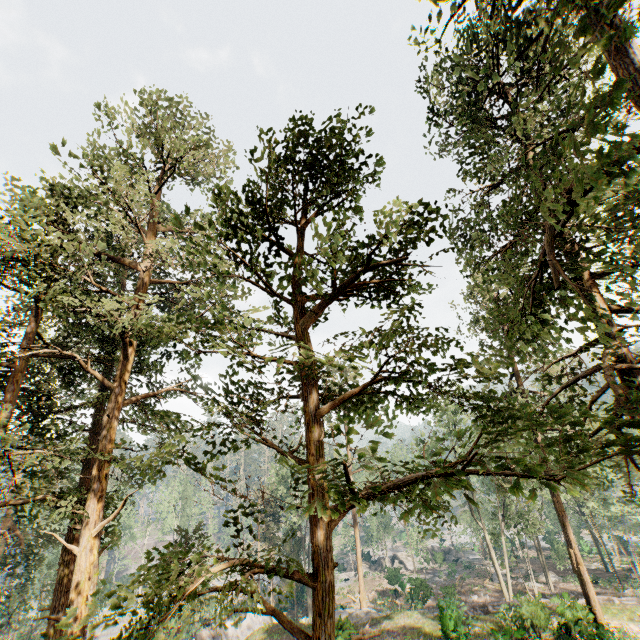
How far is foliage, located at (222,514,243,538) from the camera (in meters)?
4.98

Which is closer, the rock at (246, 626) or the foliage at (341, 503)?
the foliage at (341, 503)

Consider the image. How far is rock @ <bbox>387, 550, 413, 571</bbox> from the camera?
52.38m

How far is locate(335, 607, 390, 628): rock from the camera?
18.5 meters

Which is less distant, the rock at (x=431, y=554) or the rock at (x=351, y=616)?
the rock at (x=351, y=616)

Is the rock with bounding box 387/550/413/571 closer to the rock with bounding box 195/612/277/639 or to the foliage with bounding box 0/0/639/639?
the foliage with bounding box 0/0/639/639

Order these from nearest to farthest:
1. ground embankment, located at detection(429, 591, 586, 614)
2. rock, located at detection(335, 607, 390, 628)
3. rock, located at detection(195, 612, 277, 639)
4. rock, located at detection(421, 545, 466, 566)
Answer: ground embankment, located at detection(429, 591, 586, 614) → rock, located at detection(335, 607, 390, 628) → rock, located at detection(195, 612, 277, 639) → rock, located at detection(421, 545, 466, 566)

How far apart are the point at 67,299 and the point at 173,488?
61.80m
